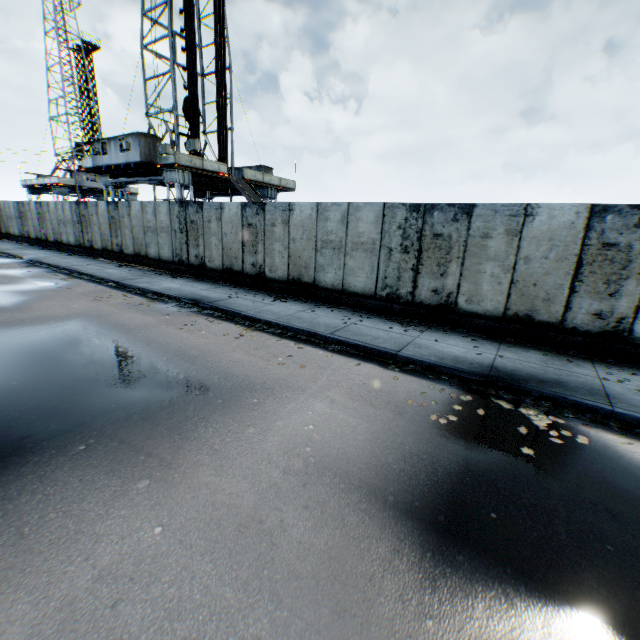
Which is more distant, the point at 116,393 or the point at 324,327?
the point at 324,327
